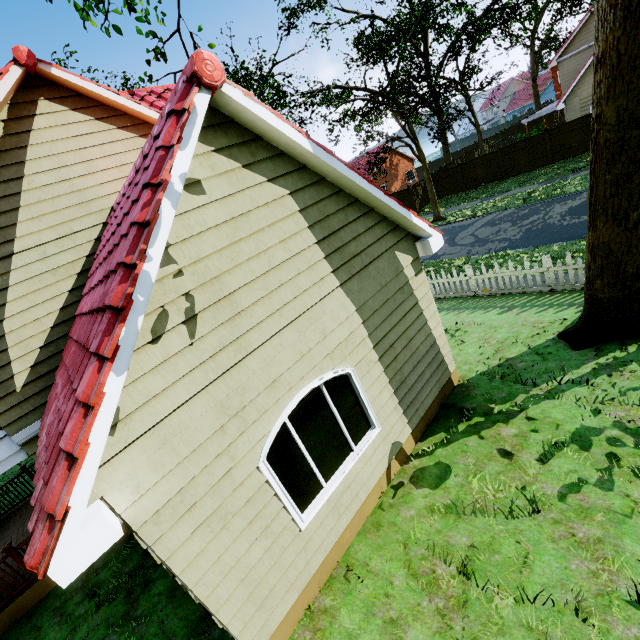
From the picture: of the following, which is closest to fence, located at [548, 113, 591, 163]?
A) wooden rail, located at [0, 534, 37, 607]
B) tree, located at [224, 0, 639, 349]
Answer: tree, located at [224, 0, 639, 349]

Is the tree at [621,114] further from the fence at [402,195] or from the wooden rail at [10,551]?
the wooden rail at [10,551]

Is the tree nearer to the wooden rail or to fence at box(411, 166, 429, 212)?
fence at box(411, 166, 429, 212)

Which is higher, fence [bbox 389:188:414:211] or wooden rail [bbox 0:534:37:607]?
Result: fence [bbox 389:188:414:211]

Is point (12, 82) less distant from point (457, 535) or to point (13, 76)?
point (13, 76)

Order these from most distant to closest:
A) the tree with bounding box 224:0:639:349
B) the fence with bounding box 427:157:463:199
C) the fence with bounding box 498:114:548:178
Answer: the fence with bounding box 427:157:463:199
the fence with bounding box 498:114:548:178
the tree with bounding box 224:0:639:349

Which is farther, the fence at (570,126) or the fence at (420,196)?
the fence at (420,196)
